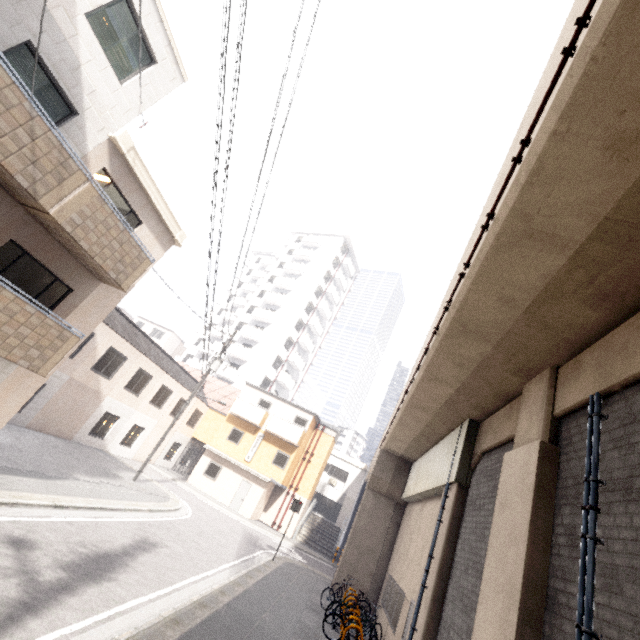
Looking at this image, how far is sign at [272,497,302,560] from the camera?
16.00m

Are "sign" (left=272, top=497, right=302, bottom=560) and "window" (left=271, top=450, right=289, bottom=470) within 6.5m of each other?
no

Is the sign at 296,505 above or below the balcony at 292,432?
below

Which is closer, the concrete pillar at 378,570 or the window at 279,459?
the concrete pillar at 378,570

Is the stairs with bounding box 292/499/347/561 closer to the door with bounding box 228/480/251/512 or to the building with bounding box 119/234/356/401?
the door with bounding box 228/480/251/512

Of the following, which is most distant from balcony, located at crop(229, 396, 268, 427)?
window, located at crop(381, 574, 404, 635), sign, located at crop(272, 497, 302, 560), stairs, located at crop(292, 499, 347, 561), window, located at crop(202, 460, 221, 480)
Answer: window, located at crop(381, 574, 404, 635)

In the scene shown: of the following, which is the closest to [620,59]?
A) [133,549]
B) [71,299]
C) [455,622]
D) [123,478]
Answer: [455,622]

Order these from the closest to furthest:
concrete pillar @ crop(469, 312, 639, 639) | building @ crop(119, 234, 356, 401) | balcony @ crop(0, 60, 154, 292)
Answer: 1. concrete pillar @ crop(469, 312, 639, 639)
2. balcony @ crop(0, 60, 154, 292)
3. building @ crop(119, 234, 356, 401)
